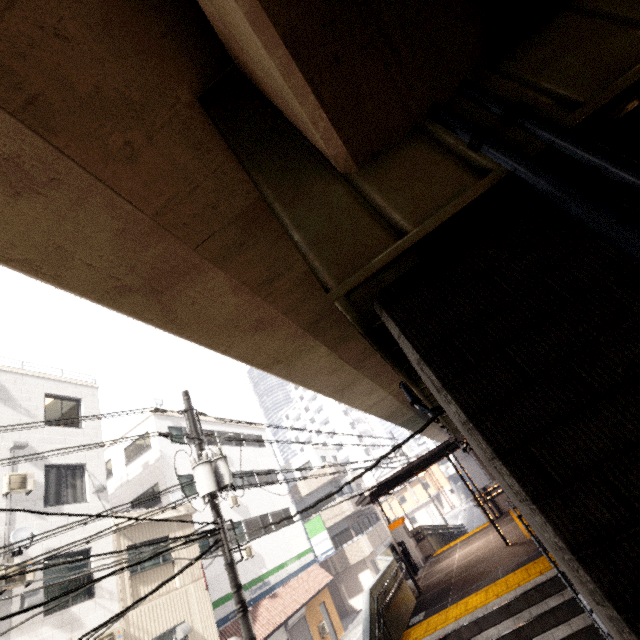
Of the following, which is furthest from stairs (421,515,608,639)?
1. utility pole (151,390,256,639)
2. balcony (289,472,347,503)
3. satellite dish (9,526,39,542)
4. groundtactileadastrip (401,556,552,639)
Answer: balcony (289,472,347,503)

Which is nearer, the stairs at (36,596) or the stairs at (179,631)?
the stairs at (36,596)

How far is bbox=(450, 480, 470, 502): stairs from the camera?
51.62m

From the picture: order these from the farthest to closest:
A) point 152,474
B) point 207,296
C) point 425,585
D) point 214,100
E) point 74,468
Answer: point 152,474
point 74,468
point 425,585
point 207,296
point 214,100

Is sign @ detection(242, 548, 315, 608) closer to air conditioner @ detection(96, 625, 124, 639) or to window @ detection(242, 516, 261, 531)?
window @ detection(242, 516, 261, 531)

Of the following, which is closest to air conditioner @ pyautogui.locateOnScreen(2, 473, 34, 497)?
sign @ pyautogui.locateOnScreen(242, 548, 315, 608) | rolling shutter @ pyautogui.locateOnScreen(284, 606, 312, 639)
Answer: sign @ pyautogui.locateOnScreen(242, 548, 315, 608)

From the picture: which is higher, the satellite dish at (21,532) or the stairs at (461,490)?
the satellite dish at (21,532)

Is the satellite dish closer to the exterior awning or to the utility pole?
the utility pole
